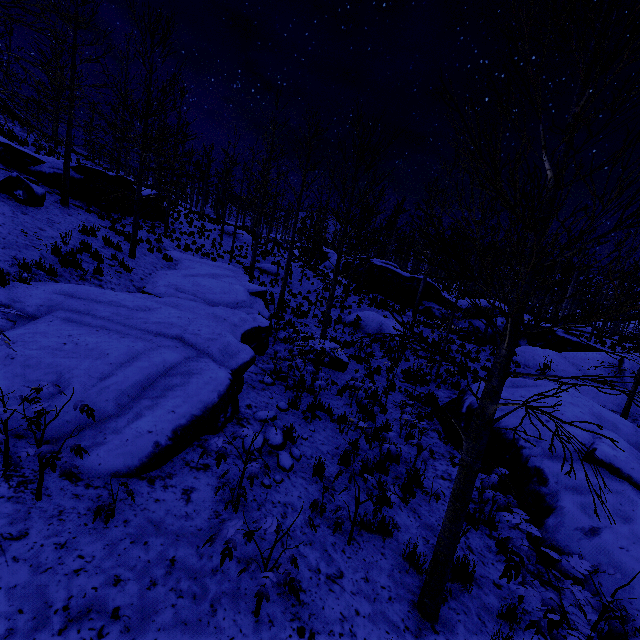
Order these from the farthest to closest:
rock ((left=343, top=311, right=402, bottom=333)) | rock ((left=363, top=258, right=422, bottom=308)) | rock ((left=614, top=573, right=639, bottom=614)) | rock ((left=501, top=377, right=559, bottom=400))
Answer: rock ((left=363, top=258, right=422, bottom=308)) < rock ((left=343, top=311, right=402, bottom=333)) < rock ((left=501, top=377, right=559, bottom=400)) < rock ((left=614, top=573, right=639, bottom=614))

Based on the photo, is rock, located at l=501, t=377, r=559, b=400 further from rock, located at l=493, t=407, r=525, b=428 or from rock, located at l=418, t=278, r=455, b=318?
rock, located at l=493, t=407, r=525, b=428

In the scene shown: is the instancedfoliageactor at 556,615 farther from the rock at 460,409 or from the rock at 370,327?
the rock at 370,327

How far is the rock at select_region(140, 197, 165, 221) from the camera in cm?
2091

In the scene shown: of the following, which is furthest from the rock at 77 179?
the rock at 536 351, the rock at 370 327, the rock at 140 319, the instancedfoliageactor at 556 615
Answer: the rock at 536 351

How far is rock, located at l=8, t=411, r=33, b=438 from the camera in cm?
366

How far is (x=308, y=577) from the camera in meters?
3.4
